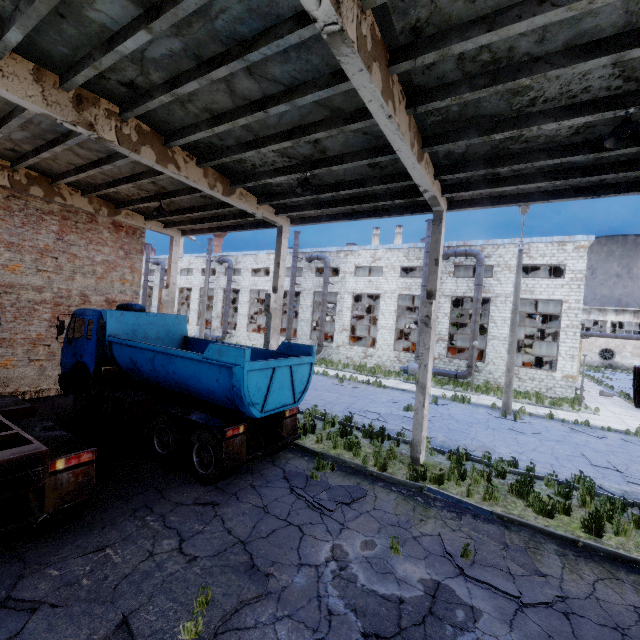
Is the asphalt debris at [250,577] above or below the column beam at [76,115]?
below

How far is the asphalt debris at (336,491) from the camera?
7.0 meters

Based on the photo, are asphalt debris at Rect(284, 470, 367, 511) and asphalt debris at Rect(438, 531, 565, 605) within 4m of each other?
yes

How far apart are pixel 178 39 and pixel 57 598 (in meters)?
8.50

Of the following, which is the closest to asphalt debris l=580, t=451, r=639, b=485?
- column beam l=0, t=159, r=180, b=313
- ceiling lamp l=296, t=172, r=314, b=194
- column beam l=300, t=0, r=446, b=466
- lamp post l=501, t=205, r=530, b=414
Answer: lamp post l=501, t=205, r=530, b=414

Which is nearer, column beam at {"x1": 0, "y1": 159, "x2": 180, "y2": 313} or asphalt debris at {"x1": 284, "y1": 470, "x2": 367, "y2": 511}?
asphalt debris at {"x1": 284, "y1": 470, "x2": 367, "y2": 511}

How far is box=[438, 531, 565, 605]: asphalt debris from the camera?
4.9 meters

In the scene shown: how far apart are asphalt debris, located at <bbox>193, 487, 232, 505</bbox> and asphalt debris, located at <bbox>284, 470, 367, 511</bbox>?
1.4m
